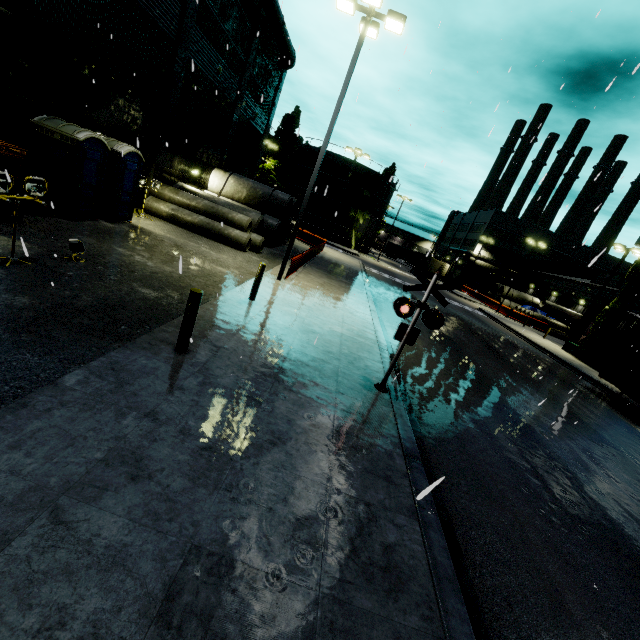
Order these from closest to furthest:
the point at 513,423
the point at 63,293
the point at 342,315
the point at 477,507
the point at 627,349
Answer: the point at 477,507 → the point at 63,293 → the point at 513,423 → the point at 342,315 → the point at 627,349

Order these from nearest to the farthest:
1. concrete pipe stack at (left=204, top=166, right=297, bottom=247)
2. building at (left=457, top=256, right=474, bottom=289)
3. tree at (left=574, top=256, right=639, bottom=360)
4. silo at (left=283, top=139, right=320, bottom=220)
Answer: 1. concrete pipe stack at (left=204, top=166, right=297, bottom=247)
2. tree at (left=574, top=256, right=639, bottom=360)
3. silo at (left=283, top=139, right=320, bottom=220)
4. building at (left=457, top=256, right=474, bottom=289)

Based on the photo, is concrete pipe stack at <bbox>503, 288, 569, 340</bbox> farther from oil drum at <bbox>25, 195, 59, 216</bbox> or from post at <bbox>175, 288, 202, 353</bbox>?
post at <bbox>175, 288, 202, 353</bbox>

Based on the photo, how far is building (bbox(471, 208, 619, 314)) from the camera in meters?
44.2

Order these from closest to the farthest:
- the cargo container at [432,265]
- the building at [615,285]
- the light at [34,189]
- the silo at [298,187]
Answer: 1. the light at [34,189]
2. the building at [615,285]
3. the silo at [298,187]
4. the cargo container at [432,265]

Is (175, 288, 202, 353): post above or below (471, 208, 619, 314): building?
below

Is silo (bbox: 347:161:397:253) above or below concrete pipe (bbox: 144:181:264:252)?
above

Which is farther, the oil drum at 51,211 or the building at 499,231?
the building at 499,231
